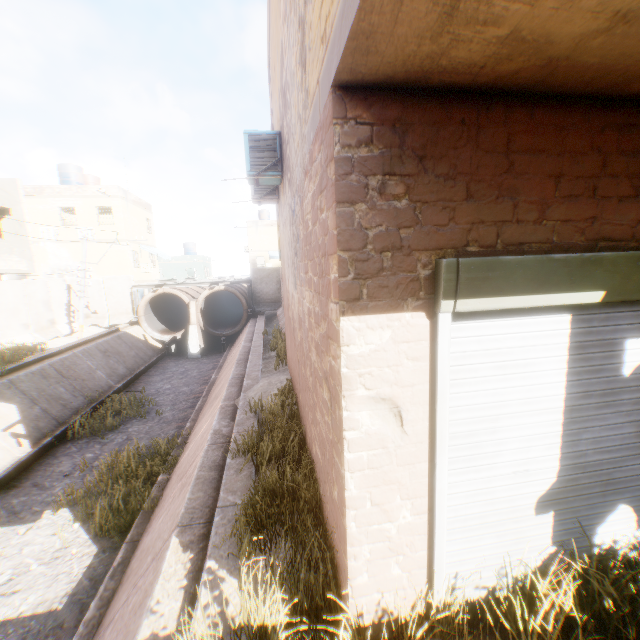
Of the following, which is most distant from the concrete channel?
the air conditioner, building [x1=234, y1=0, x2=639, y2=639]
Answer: the air conditioner

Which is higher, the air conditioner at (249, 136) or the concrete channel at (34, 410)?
the air conditioner at (249, 136)

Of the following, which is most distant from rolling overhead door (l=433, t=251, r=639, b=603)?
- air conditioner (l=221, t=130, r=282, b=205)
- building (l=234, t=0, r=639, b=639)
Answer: air conditioner (l=221, t=130, r=282, b=205)

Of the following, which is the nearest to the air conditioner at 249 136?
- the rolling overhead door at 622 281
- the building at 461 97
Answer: the building at 461 97

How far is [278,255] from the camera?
42.81m

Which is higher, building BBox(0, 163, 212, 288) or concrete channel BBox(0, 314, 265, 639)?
building BBox(0, 163, 212, 288)

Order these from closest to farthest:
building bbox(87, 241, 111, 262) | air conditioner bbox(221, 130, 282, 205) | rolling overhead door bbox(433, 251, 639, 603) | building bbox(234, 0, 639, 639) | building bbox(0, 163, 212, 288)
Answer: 1. building bbox(234, 0, 639, 639)
2. rolling overhead door bbox(433, 251, 639, 603)
3. air conditioner bbox(221, 130, 282, 205)
4. building bbox(0, 163, 212, 288)
5. building bbox(87, 241, 111, 262)
